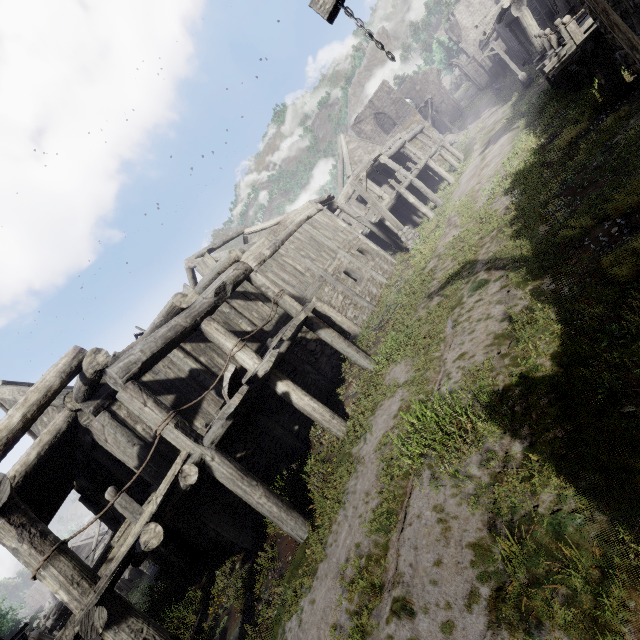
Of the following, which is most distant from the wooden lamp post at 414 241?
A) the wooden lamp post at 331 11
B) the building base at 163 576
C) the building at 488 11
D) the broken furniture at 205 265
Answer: the wooden lamp post at 331 11

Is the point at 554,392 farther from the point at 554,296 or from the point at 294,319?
the point at 294,319

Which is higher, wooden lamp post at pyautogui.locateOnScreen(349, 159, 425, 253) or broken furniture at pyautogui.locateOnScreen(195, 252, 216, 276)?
broken furniture at pyautogui.locateOnScreen(195, 252, 216, 276)

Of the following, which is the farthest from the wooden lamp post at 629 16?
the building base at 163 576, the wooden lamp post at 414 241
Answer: the building base at 163 576

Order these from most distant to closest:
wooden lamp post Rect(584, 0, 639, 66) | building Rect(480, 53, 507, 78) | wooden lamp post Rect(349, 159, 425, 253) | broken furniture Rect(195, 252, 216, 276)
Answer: building Rect(480, 53, 507, 78) → wooden lamp post Rect(349, 159, 425, 253) → broken furniture Rect(195, 252, 216, 276) → wooden lamp post Rect(584, 0, 639, 66)

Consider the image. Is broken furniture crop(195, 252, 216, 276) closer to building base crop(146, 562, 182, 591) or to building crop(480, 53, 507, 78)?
building crop(480, 53, 507, 78)

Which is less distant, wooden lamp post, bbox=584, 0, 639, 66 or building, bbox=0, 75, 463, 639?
wooden lamp post, bbox=584, 0, 639, 66
